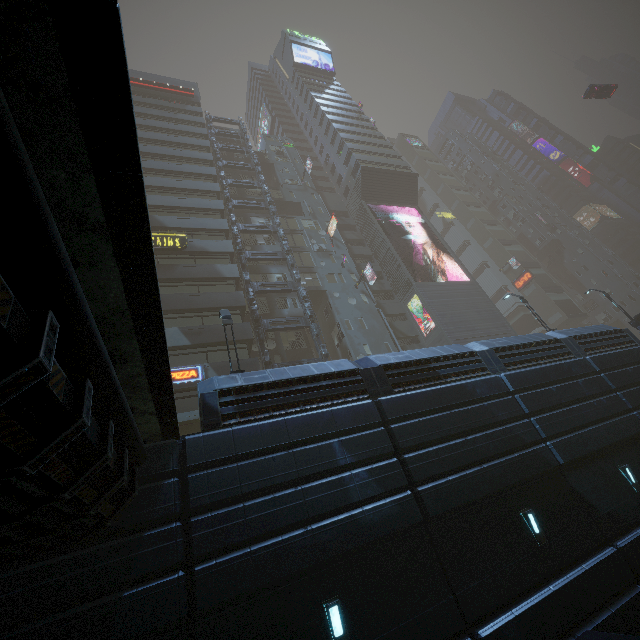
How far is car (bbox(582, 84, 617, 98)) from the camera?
45.88m

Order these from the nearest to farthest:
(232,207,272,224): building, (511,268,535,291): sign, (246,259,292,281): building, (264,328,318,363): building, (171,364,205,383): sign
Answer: (171,364,205,383): sign
(264,328,318,363): building
(246,259,292,281): building
(232,207,272,224): building
(511,268,535,291): sign

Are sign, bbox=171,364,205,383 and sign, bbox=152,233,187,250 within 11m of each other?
yes

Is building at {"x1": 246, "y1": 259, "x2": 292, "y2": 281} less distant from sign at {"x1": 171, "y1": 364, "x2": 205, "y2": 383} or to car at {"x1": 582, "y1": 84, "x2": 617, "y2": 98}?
sign at {"x1": 171, "y1": 364, "x2": 205, "y2": 383}

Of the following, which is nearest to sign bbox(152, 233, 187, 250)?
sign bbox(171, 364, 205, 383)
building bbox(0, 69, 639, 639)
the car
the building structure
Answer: building bbox(0, 69, 639, 639)

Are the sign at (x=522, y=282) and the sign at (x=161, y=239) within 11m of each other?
no

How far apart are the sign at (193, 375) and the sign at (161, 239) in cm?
1038

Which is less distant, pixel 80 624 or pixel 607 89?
pixel 80 624
